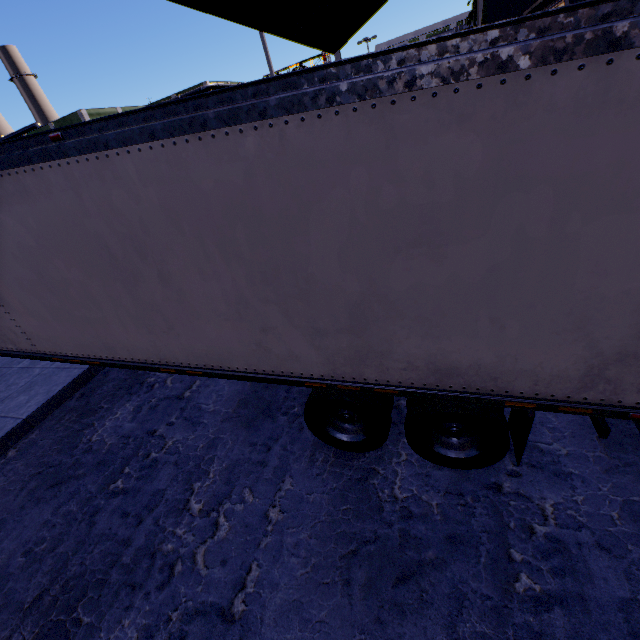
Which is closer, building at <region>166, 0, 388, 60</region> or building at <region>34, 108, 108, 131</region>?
building at <region>166, 0, 388, 60</region>

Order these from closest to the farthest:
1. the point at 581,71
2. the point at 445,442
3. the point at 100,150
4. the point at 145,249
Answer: the point at 581,71
the point at 100,150
the point at 145,249
the point at 445,442

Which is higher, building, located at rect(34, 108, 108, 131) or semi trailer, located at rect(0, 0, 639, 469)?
building, located at rect(34, 108, 108, 131)

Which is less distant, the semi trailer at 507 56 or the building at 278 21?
→ the semi trailer at 507 56

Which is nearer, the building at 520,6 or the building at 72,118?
the building at 520,6

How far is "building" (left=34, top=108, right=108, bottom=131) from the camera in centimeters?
5579cm

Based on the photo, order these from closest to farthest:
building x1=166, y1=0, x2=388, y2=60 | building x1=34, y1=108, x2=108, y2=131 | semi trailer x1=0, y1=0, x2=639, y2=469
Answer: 1. semi trailer x1=0, y1=0, x2=639, y2=469
2. building x1=166, y1=0, x2=388, y2=60
3. building x1=34, y1=108, x2=108, y2=131
